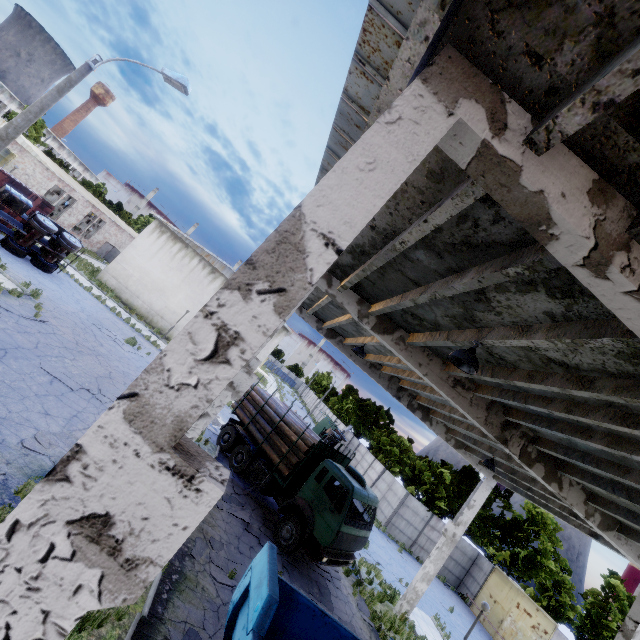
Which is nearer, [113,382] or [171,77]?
[171,77]

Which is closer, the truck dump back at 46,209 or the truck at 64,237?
the truck at 64,237

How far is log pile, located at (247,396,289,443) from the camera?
15.30m

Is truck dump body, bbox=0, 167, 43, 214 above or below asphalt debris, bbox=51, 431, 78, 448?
above

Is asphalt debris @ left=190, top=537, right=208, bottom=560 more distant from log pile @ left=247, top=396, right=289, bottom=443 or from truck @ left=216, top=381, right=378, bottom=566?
log pile @ left=247, top=396, right=289, bottom=443

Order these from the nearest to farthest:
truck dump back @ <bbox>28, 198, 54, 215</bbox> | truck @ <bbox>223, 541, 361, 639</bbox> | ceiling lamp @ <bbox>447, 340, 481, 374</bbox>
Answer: truck @ <bbox>223, 541, 361, 639</bbox>, ceiling lamp @ <bbox>447, 340, 481, 374</bbox>, truck dump back @ <bbox>28, 198, 54, 215</bbox>

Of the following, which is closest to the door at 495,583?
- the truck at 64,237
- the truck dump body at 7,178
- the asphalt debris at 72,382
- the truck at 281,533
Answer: the truck at 281,533

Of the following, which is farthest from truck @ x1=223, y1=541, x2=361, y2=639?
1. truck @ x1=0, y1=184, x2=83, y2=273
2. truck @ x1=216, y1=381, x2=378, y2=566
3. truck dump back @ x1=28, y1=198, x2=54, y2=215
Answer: truck dump back @ x1=28, y1=198, x2=54, y2=215
